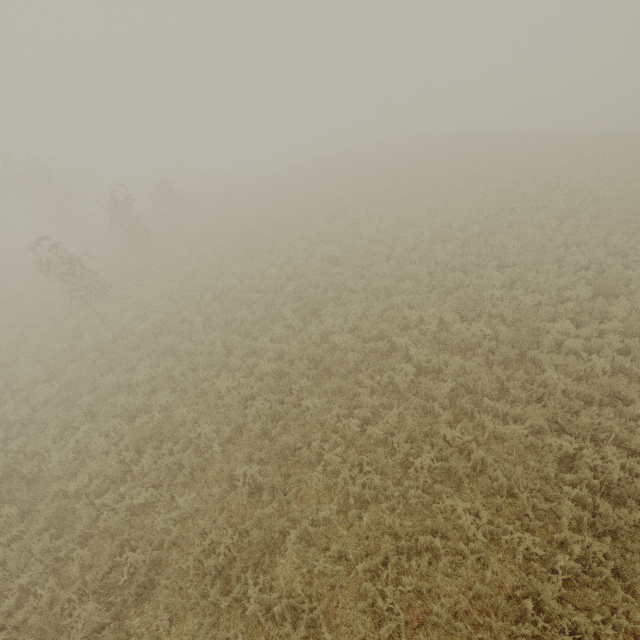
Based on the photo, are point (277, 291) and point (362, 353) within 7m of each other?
yes
